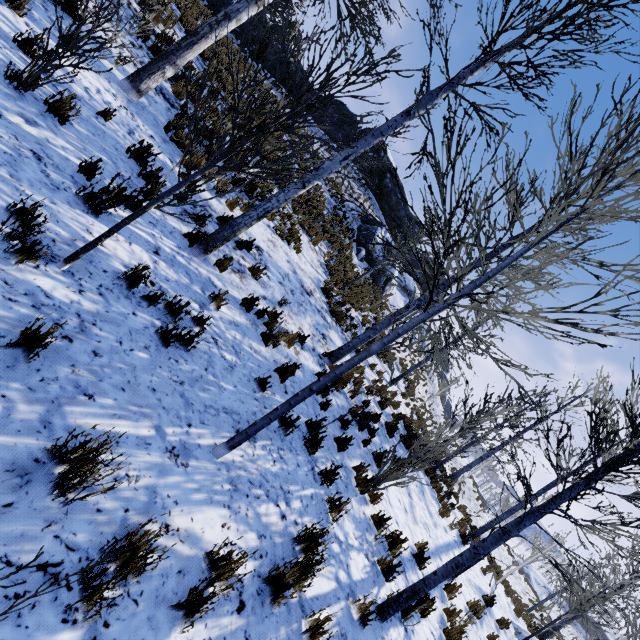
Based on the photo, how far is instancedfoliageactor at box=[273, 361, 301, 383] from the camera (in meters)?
5.60

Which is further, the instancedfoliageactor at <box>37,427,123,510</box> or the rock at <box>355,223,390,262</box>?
the rock at <box>355,223,390,262</box>

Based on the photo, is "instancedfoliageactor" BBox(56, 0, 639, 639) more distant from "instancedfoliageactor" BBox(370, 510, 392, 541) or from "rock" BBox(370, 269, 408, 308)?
"rock" BBox(370, 269, 408, 308)

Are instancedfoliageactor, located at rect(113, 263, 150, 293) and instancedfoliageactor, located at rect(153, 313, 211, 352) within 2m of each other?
yes

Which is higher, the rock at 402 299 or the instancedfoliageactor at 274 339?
the rock at 402 299

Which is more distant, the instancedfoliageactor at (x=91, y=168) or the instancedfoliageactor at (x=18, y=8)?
the instancedfoliageactor at (x=18, y=8)

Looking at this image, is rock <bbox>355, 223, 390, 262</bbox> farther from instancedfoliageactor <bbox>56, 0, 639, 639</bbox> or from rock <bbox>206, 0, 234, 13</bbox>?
instancedfoliageactor <bbox>56, 0, 639, 639</bbox>

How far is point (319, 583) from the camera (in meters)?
3.73
